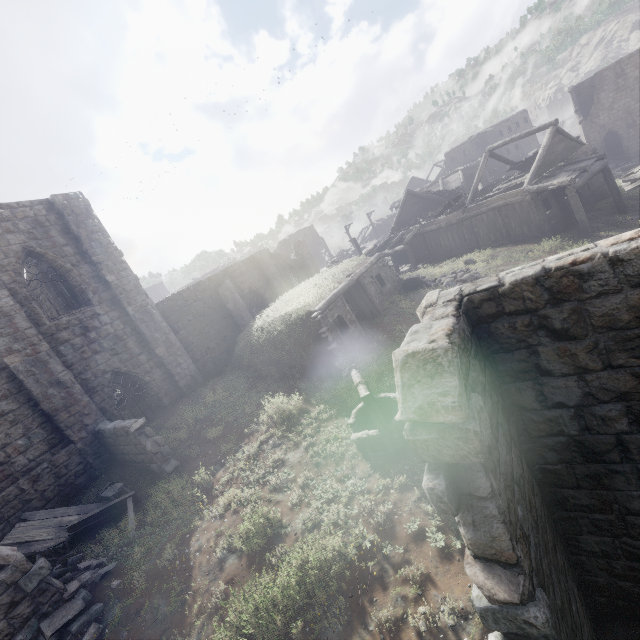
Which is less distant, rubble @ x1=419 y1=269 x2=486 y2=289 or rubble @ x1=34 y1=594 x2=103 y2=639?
rubble @ x1=34 y1=594 x2=103 y2=639

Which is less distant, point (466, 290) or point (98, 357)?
point (466, 290)

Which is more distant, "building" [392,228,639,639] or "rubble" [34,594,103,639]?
"rubble" [34,594,103,639]

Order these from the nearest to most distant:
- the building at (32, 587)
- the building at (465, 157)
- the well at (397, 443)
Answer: the building at (32, 587), the well at (397, 443), the building at (465, 157)

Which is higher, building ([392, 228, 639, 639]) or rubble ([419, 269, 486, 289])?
building ([392, 228, 639, 639])

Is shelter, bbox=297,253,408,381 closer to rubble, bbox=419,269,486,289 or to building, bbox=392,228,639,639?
building, bbox=392,228,639,639

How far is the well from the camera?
8.5 meters

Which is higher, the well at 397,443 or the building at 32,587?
the building at 32,587
